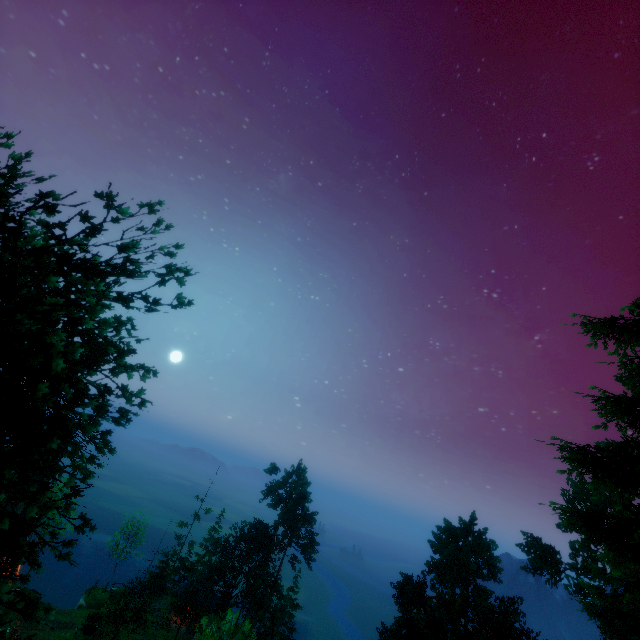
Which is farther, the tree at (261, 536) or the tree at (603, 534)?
the tree at (261, 536)

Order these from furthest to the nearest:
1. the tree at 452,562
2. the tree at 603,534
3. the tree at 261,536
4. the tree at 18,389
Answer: the tree at 261,536 < the tree at 452,562 < the tree at 603,534 < the tree at 18,389

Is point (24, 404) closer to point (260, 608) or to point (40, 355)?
point (40, 355)

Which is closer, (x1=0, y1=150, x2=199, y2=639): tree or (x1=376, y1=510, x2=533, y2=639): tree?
(x1=0, y1=150, x2=199, y2=639): tree

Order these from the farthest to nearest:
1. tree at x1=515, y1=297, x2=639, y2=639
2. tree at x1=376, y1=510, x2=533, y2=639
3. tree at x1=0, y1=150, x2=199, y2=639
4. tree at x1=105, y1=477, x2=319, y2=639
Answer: tree at x1=105, y1=477, x2=319, y2=639, tree at x1=376, y1=510, x2=533, y2=639, tree at x1=515, y1=297, x2=639, y2=639, tree at x1=0, y1=150, x2=199, y2=639
